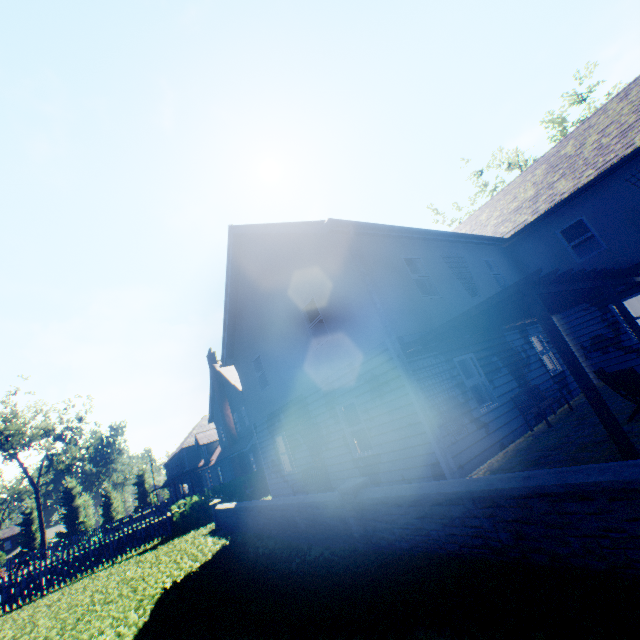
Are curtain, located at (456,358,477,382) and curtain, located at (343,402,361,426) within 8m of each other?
yes

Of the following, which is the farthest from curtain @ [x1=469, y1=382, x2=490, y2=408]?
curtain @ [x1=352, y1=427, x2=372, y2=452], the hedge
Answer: the hedge

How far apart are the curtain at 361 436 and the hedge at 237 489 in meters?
10.9

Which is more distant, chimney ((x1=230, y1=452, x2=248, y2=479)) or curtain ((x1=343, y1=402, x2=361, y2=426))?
chimney ((x1=230, y1=452, x2=248, y2=479))

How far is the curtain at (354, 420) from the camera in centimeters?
977cm

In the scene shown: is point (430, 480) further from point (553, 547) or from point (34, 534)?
point (34, 534)

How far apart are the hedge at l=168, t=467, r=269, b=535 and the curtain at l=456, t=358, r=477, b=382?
13.82m

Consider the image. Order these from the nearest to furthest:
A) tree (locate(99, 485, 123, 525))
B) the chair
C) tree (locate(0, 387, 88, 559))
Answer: the chair, tree (locate(0, 387, 88, 559)), tree (locate(99, 485, 123, 525))
